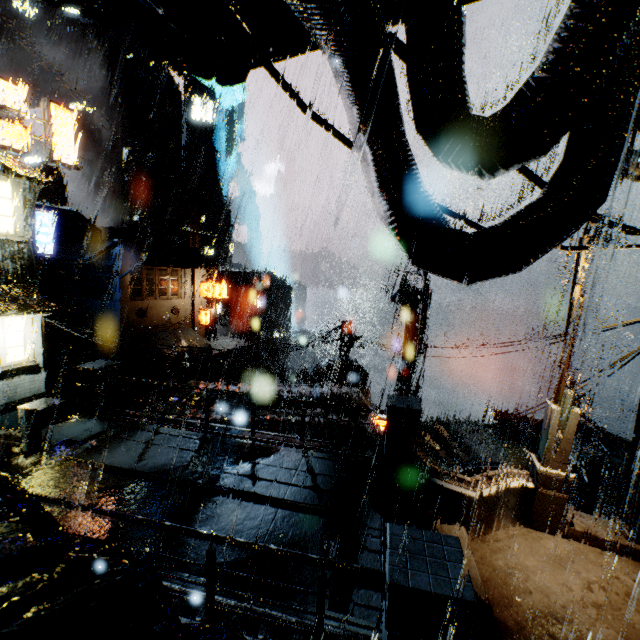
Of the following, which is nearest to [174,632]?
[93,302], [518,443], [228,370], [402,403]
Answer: [402,403]

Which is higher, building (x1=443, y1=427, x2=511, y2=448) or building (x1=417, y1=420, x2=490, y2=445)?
building (x1=443, y1=427, x2=511, y2=448)

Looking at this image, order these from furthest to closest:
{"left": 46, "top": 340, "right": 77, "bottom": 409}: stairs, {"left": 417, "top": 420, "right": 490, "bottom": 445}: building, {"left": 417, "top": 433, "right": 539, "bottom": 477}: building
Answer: {"left": 46, "top": 340, "right": 77, "bottom": 409}: stairs < {"left": 417, "top": 420, "right": 490, "bottom": 445}: building < {"left": 417, "top": 433, "right": 539, "bottom": 477}: building

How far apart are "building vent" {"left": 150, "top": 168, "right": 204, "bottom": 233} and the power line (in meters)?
52.11

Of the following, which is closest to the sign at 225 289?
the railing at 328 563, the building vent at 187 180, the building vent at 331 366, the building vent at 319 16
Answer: the building vent at 331 366

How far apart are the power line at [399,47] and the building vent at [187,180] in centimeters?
5211cm

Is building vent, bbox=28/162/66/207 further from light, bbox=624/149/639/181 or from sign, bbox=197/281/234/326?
light, bbox=624/149/639/181

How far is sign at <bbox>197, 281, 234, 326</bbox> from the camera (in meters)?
29.89
